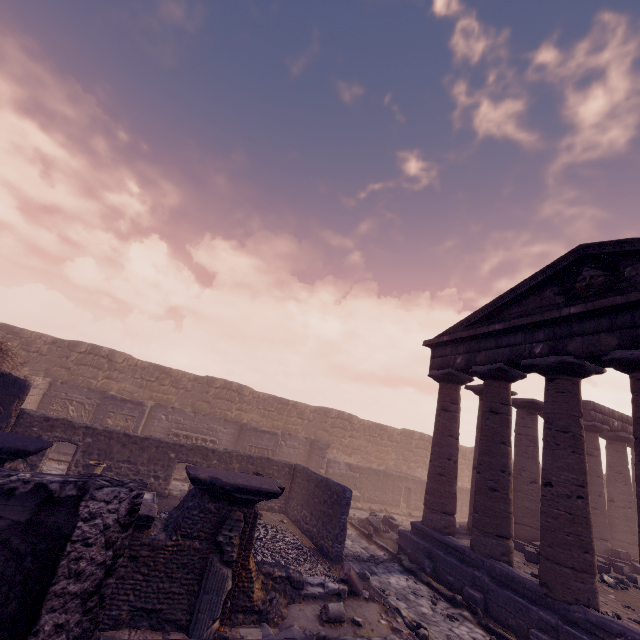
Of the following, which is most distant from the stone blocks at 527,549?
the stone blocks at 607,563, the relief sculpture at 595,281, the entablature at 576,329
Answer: the relief sculpture at 595,281

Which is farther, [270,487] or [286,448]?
[286,448]

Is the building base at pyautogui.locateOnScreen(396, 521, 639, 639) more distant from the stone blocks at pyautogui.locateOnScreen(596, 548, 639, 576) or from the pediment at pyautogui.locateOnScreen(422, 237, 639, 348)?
the pediment at pyautogui.locateOnScreen(422, 237, 639, 348)

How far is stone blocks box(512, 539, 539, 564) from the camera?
9.5 meters

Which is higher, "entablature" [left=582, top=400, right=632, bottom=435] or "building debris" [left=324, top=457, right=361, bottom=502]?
"entablature" [left=582, top=400, right=632, bottom=435]

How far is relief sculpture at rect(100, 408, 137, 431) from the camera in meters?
14.5 m

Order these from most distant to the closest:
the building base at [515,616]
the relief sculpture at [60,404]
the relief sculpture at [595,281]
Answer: the relief sculpture at [60,404] < the relief sculpture at [595,281] < the building base at [515,616]

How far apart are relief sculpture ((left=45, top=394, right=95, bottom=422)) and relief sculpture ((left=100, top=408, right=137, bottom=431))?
1.8 meters
